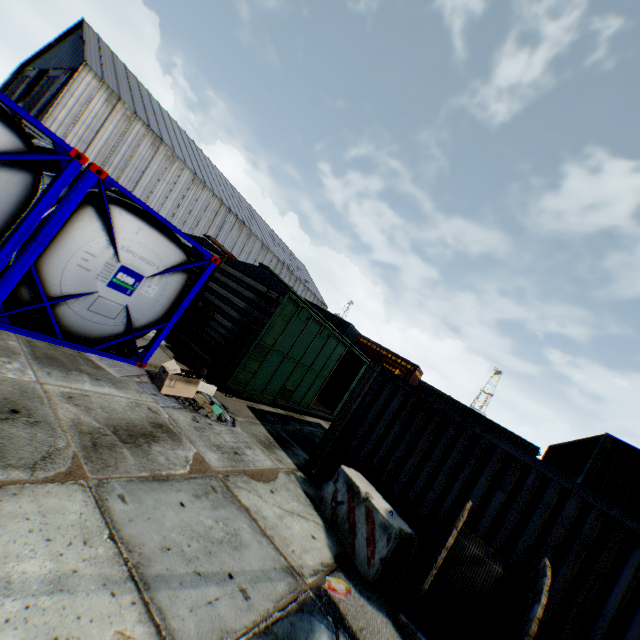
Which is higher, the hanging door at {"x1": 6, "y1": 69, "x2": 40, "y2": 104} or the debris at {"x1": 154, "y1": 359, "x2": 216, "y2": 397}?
the hanging door at {"x1": 6, "y1": 69, "x2": 40, "y2": 104}

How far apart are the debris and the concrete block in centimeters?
325cm

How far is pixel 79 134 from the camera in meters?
25.4 m

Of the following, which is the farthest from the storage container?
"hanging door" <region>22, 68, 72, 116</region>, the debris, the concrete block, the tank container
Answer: "hanging door" <region>22, 68, 72, 116</region>

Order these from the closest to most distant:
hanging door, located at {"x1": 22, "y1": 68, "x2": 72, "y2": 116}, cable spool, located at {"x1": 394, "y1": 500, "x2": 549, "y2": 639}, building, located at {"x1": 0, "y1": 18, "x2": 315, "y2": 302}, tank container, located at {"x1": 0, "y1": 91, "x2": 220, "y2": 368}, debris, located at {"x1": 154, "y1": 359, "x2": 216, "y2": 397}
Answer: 1. cable spool, located at {"x1": 394, "y1": 500, "x2": 549, "y2": 639}
2. tank container, located at {"x1": 0, "y1": 91, "x2": 220, "y2": 368}
3. debris, located at {"x1": 154, "y1": 359, "x2": 216, "y2": 397}
4. building, located at {"x1": 0, "y1": 18, "x2": 315, "y2": 302}
5. hanging door, located at {"x1": 22, "y1": 68, "x2": 72, "y2": 116}

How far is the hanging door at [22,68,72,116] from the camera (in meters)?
26.64

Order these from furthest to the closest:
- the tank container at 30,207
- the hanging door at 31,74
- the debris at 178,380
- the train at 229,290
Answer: the hanging door at 31,74 < the train at 229,290 < the debris at 178,380 < the tank container at 30,207

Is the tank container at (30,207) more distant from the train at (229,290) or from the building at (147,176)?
the building at (147,176)
